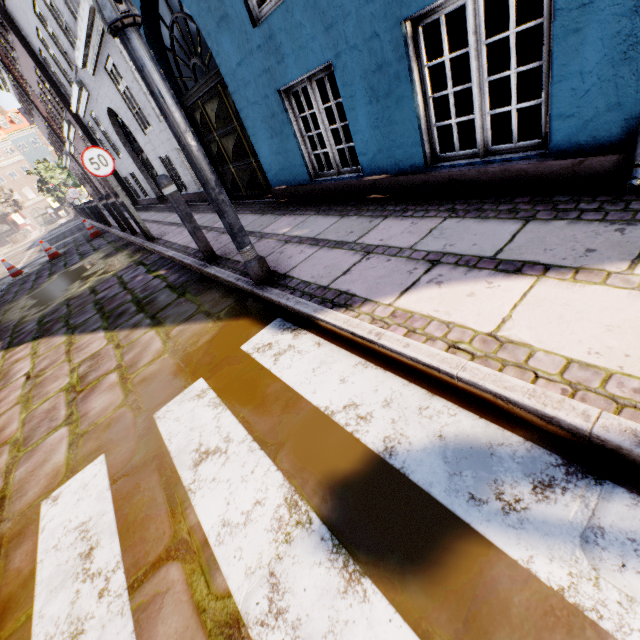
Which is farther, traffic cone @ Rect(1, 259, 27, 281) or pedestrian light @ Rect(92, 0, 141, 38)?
traffic cone @ Rect(1, 259, 27, 281)

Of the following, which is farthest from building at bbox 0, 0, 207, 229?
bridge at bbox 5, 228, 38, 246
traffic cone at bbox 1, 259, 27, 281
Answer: bridge at bbox 5, 228, 38, 246

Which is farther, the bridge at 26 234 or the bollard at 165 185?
the bridge at 26 234

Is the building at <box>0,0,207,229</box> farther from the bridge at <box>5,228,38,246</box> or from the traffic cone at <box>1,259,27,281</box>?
the bridge at <box>5,228,38,246</box>

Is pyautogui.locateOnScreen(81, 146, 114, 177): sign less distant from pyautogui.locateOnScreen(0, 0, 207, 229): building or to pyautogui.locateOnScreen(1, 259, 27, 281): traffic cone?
pyautogui.locateOnScreen(0, 0, 207, 229): building

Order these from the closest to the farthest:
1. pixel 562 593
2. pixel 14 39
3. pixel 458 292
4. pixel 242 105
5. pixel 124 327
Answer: pixel 562 593 → pixel 458 292 → pixel 124 327 → pixel 242 105 → pixel 14 39

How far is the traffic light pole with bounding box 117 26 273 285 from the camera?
2.1 meters

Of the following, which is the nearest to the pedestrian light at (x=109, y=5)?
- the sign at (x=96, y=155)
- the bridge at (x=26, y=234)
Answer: the sign at (x=96, y=155)
